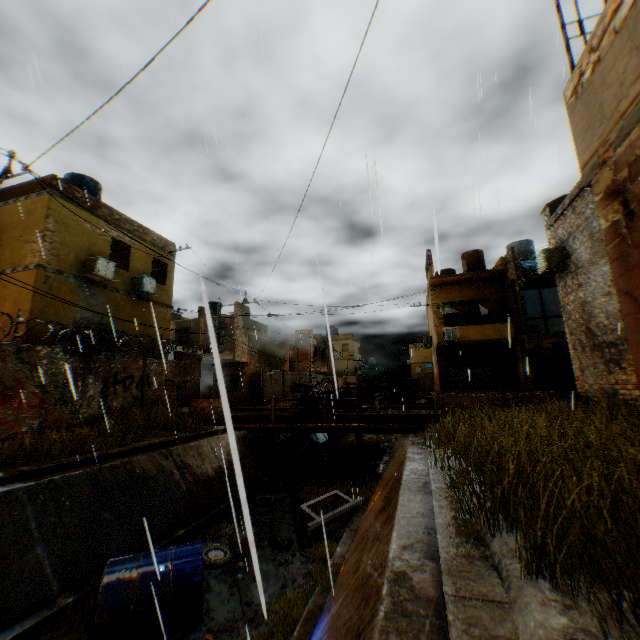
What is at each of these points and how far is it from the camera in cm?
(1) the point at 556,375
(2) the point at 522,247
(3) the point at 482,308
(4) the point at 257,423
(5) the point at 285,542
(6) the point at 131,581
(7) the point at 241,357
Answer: (1) wooden gate, 1964
(2) water tank, 2139
(3) dryer, 2223
(4) bridge, 1541
(5) trash bag, 897
(6) water tank, 609
(7) building, 2661

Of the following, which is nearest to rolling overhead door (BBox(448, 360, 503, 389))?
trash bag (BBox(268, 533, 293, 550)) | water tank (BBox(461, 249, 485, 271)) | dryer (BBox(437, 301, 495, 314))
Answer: dryer (BBox(437, 301, 495, 314))

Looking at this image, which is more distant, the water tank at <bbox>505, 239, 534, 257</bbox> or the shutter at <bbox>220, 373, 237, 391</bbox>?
the water tank at <bbox>505, 239, 534, 257</bbox>

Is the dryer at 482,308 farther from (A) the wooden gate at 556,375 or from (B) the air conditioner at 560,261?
(A) the wooden gate at 556,375

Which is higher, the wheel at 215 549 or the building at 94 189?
the building at 94 189

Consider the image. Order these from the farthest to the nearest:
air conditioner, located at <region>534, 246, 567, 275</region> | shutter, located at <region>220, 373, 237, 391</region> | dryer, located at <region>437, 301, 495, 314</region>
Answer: dryer, located at <region>437, 301, 495, 314</region>, air conditioner, located at <region>534, 246, 567, 275</region>, shutter, located at <region>220, 373, 237, 391</region>

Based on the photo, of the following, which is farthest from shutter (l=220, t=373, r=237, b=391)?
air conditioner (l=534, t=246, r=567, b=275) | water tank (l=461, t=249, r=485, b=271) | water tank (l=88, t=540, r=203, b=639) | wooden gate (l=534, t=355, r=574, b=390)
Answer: water tank (l=461, t=249, r=485, b=271)

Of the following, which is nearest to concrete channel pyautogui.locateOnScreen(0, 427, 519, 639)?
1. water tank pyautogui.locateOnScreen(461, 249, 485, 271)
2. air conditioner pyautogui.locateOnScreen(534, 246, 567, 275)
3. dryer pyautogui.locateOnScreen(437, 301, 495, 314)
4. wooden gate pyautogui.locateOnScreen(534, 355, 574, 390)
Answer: air conditioner pyautogui.locateOnScreen(534, 246, 567, 275)
